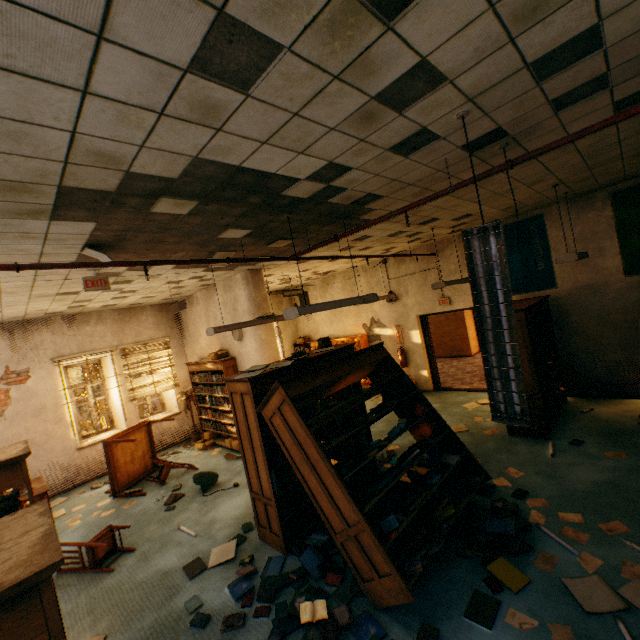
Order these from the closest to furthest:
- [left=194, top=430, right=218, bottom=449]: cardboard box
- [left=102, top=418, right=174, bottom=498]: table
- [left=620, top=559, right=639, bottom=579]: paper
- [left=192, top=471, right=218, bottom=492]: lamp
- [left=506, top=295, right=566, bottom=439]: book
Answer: [left=620, top=559, right=639, bottom=579]: paper → [left=506, top=295, right=566, bottom=439]: book → [left=192, top=471, right=218, bottom=492]: lamp → [left=102, top=418, right=174, bottom=498]: table → [left=194, top=430, right=218, bottom=449]: cardboard box

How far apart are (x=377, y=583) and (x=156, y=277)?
5.37m

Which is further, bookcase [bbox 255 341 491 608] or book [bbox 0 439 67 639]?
bookcase [bbox 255 341 491 608]

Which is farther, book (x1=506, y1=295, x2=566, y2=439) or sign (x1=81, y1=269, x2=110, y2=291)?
book (x1=506, y1=295, x2=566, y2=439)

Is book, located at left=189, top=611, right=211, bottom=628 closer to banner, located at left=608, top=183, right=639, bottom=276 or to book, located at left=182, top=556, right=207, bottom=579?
book, located at left=182, top=556, right=207, bottom=579

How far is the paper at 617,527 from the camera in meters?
3.3 m

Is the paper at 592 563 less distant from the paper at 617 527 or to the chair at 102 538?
the paper at 617 527

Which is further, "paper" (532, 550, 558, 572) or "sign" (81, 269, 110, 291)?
"sign" (81, 269, 110, 291)
